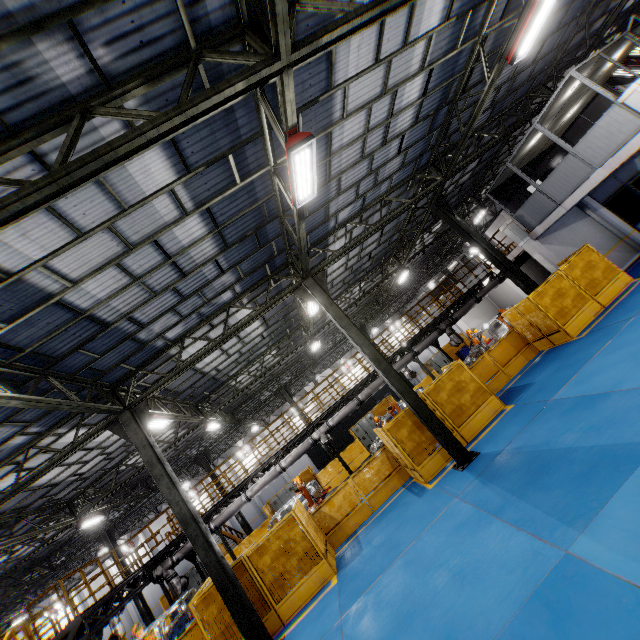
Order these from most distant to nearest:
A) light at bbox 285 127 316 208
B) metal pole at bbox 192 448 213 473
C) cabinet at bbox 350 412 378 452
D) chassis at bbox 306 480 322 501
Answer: cabinet at bbox 350 412 378 452 < metal pole at bbox 192 448 213 473 < chassis at bbox 306 480 322 501 < light at bbox 285 127 316 208

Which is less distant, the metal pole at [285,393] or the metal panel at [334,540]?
the metal panel at [334,540]

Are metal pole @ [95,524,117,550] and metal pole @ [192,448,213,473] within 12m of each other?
yes

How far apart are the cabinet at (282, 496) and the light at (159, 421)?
13.8 meters

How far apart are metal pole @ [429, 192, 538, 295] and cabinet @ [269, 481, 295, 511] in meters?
19.5 m

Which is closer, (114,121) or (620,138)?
(114,121)

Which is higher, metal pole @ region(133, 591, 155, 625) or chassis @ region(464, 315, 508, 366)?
metal pole @ region(133, 591, 155, 625)

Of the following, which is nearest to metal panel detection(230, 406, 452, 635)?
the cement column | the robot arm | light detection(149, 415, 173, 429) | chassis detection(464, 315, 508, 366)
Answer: the robot arm
